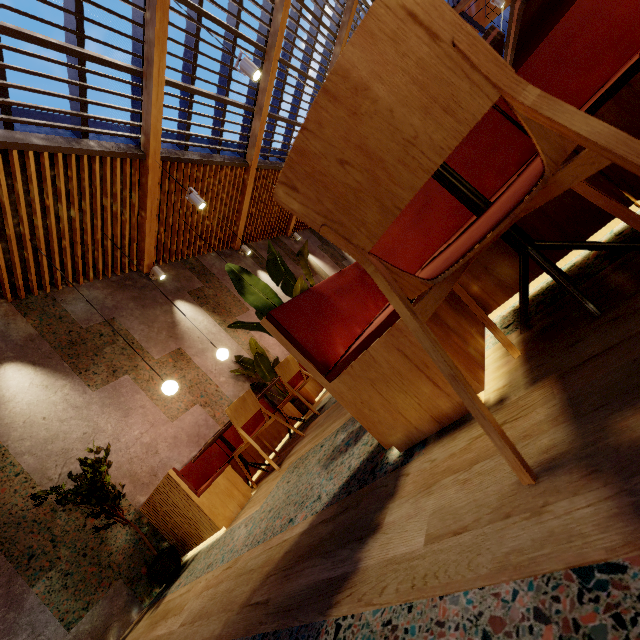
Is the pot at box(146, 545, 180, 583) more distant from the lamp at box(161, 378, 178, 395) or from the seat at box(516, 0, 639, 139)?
the seat at box(516, 0, 639, 139)

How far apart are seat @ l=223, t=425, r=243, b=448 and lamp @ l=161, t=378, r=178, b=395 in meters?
1.0 m

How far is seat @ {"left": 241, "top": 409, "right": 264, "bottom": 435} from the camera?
5.17m

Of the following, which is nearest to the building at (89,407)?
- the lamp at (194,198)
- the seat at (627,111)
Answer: the seat at (627,111)

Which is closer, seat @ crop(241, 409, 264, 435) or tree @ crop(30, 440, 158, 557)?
tree @ crop(30, 440, 158, 557)

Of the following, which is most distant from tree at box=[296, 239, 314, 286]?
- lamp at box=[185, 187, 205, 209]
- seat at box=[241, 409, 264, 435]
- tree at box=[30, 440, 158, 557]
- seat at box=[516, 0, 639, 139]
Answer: lamp at box=[185, 187, 205, 209]

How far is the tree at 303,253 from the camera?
1.9 meters

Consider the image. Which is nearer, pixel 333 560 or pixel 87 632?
pixel 333 560
